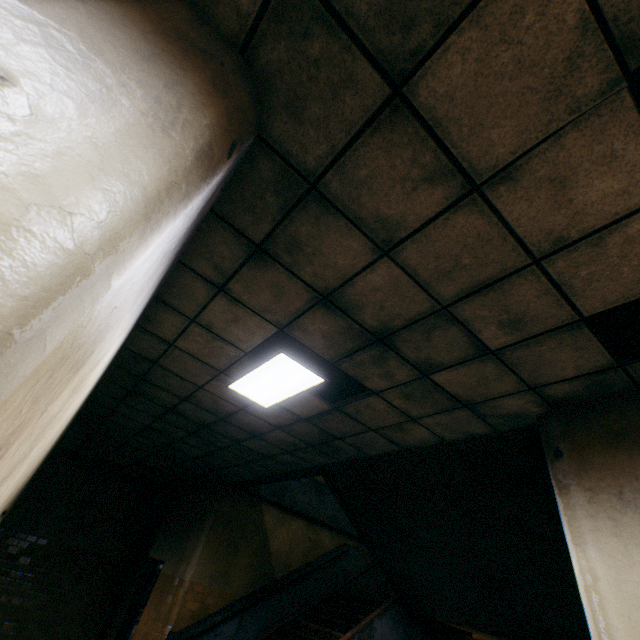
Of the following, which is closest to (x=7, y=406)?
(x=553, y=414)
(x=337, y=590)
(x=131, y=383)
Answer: (x=553, y=414)

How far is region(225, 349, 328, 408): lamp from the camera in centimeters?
351cm

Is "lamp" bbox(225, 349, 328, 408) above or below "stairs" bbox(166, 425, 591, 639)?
above

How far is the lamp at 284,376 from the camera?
3.5m

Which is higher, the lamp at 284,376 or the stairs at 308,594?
the lamp at 284,376
